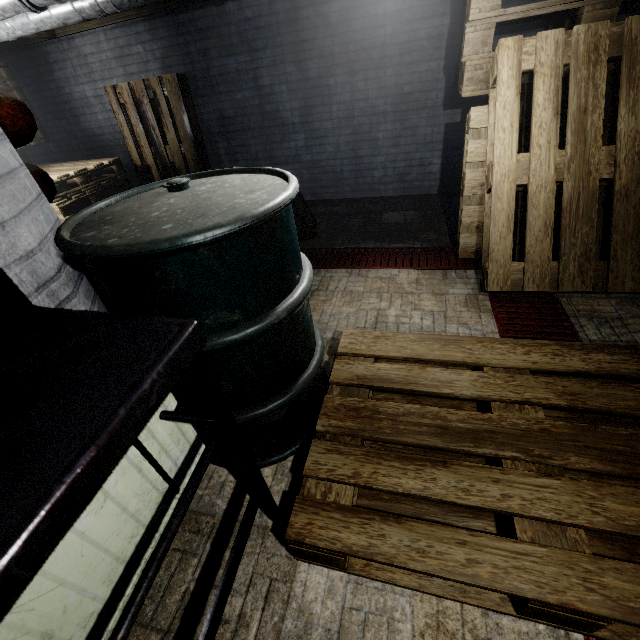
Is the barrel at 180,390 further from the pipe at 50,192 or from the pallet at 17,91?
the pallet at 17,91

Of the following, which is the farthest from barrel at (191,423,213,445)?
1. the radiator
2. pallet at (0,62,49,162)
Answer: pallet at (0,62,49,162)

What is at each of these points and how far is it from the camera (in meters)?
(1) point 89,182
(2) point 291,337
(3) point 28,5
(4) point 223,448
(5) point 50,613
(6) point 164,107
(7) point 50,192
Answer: (1) pallet, 3.48
(2) barrel, 1.14
(3) pipe, 2.17
(4) barrel, 1.33
(5) radiator, 0.80
(6) pallet, 3.70
(7) pipe, 1.36

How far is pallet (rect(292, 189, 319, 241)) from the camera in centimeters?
313cm

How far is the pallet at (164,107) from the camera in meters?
3.6 m

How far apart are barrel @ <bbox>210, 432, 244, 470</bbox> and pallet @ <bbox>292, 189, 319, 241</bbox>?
1.55m

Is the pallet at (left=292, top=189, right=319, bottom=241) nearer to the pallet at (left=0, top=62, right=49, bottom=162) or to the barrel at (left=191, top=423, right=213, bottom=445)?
the pallet at (left=0, top=62, right=49, bottom=162)

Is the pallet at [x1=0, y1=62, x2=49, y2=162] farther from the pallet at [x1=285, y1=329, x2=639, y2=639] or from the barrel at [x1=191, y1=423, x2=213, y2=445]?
the pallet at [x1=285, y1=329, x2=639, y2=639]
